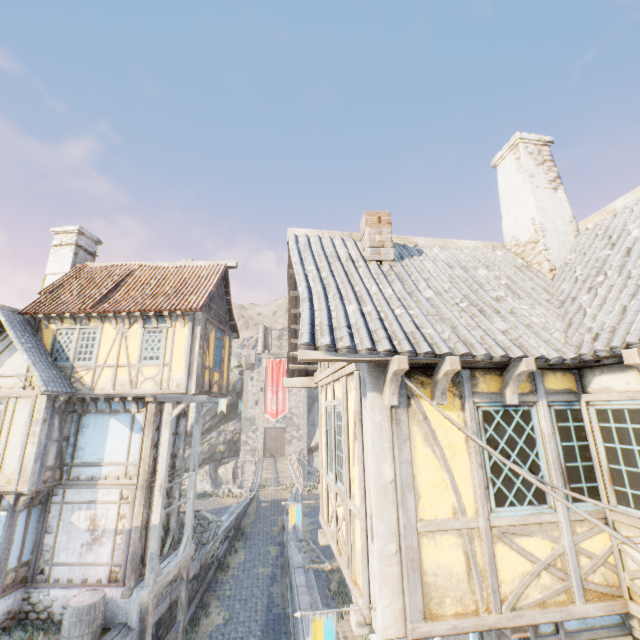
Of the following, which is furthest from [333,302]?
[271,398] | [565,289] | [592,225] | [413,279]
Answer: [271,398]

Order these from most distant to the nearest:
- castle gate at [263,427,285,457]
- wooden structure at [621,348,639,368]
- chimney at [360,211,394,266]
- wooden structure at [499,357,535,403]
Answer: castle gate at [263,427,285,457]
chimney at [360,211,394,266]
wooden structure at [499,357,535,403]
wooden structure at [621,348,639,368]

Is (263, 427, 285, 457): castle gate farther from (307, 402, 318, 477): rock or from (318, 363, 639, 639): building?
(318, 363, 639, 639): building

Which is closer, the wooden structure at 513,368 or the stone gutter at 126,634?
the wooden structure at 513,368

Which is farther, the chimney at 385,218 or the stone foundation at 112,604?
the stone foundation at 112,604

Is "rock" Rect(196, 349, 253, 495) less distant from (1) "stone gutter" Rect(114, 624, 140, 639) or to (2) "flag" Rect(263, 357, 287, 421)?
(2) "flag" Rect(263, 357, 287, 421)

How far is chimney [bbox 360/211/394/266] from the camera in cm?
606

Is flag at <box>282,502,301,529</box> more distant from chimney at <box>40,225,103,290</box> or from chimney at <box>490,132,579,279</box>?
chimney at <box>40,225,103,290</box>
